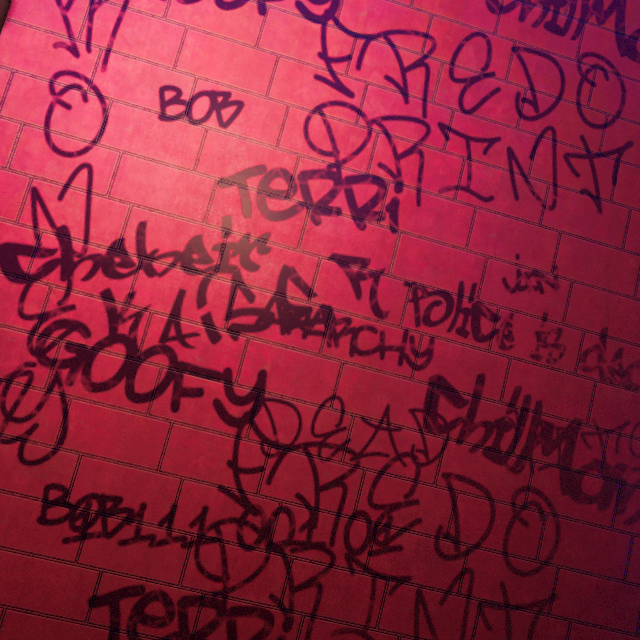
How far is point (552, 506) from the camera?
3.4m
